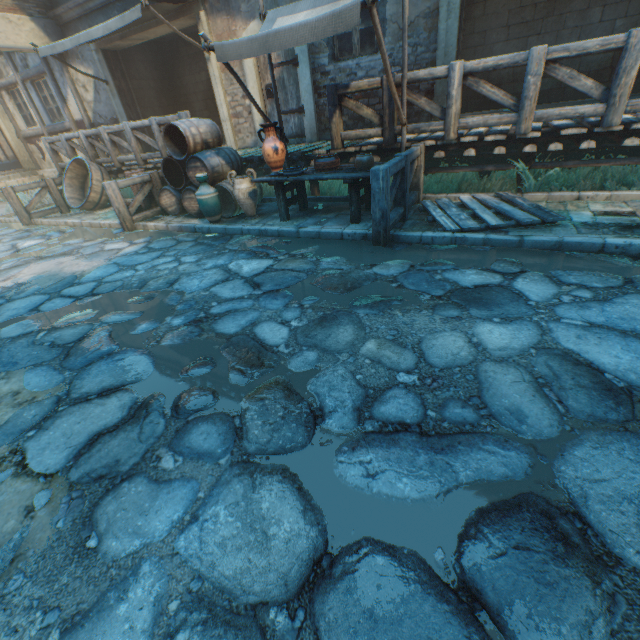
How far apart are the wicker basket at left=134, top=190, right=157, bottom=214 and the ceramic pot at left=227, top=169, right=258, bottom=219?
2.4 meters

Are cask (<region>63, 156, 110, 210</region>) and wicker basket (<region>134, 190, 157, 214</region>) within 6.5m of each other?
yes

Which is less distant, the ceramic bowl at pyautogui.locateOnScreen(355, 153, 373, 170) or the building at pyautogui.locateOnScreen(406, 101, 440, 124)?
the ceramic bowl at pyautogui.locateOnScreen(355, 153, 373, 170)

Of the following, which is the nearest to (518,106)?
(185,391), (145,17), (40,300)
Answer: (185,391)

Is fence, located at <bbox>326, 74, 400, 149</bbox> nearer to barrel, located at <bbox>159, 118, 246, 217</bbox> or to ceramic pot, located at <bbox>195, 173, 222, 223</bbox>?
barrel, located at <bbox>159, 118, 246, 217</bbox>

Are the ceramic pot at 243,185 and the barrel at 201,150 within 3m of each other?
yes

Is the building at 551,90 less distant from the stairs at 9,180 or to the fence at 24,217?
the fence at 24,217

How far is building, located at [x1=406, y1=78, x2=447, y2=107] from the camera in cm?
638
